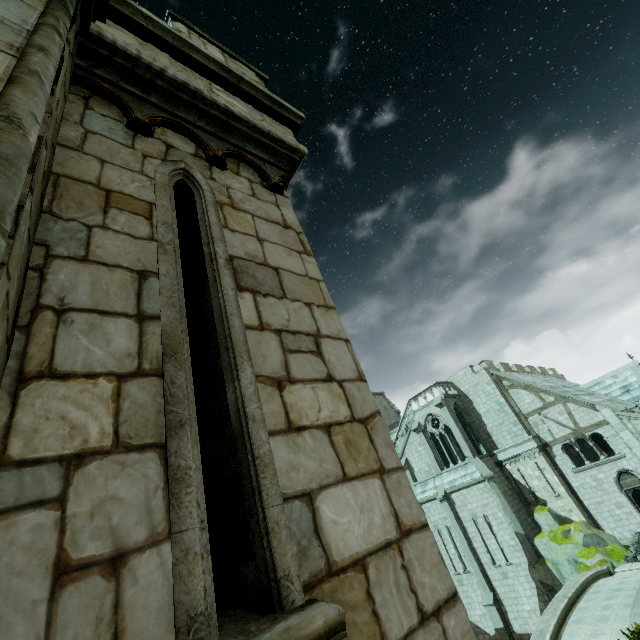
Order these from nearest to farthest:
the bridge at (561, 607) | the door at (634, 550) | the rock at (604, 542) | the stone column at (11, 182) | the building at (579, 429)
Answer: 1. the stone column at (11, 182)
2. the bridge at (561, 607)
3. the door at (634, 550)
4. the rock at (604, 542)
5. the building at (579, 429)

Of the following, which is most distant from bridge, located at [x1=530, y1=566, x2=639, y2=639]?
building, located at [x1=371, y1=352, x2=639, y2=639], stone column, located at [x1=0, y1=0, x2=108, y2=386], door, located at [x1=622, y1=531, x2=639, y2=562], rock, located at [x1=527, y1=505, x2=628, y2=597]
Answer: stone column, located at [x1=0, y1=0, x2=108, y2=386]

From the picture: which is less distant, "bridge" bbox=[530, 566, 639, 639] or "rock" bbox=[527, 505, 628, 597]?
"bridge" bbox=[530, 566, 639, 639]

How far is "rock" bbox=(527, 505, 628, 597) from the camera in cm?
1712

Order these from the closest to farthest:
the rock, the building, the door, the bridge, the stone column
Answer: the stone column < the bridge < the door < the rock < the building

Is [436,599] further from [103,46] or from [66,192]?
[103,46]

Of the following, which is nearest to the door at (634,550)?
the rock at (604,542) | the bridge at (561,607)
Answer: the rock at (604,542)

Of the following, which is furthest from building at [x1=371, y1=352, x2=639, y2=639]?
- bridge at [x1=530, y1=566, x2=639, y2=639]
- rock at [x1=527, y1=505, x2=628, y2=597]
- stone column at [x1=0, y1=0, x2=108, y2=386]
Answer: stone column at [x1=0, y1=0, x2=108, y2=386]
